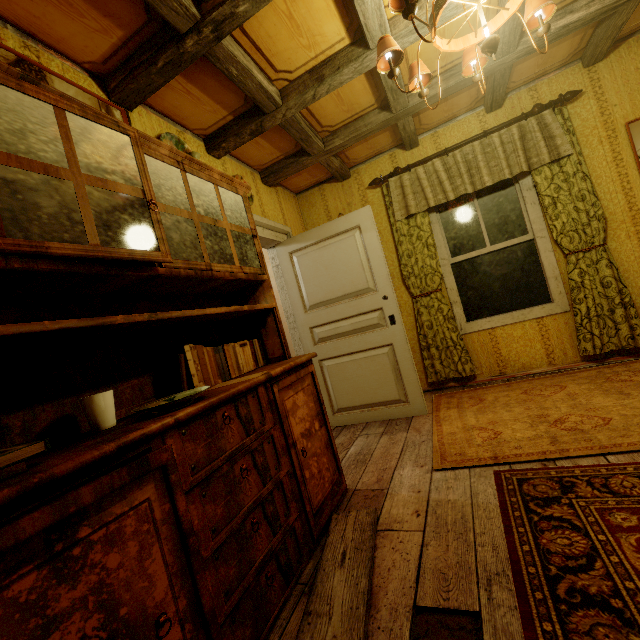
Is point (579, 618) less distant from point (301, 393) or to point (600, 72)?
point (301, 393)

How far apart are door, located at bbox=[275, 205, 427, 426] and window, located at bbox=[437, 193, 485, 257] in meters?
1.1

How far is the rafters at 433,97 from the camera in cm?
277

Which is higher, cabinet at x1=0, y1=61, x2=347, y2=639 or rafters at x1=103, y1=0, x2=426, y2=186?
rafters at x1=103, y1=0, x2=426, y2=186

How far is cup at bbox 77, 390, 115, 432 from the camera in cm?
119

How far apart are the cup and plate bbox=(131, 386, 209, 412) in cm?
10

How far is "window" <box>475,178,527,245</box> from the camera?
3.44m

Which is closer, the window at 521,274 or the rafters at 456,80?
the rafters at 456,80
